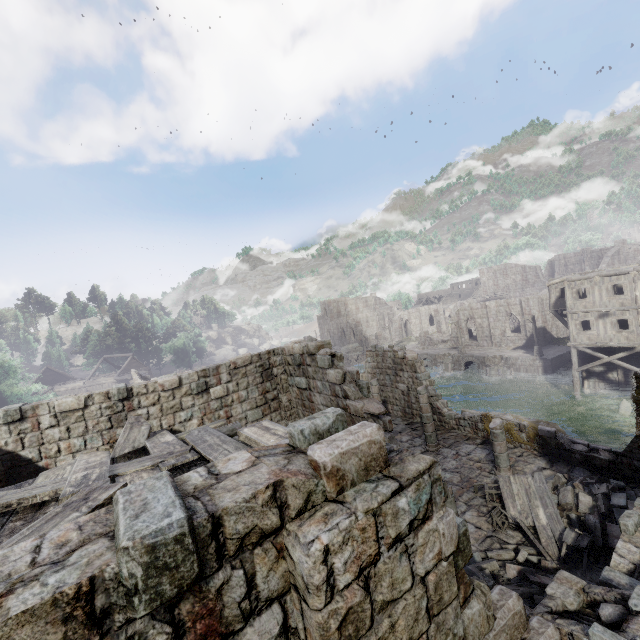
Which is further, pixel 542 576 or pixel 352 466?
pixel 542 576

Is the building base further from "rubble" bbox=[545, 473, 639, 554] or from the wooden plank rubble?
the wooden plank rubble

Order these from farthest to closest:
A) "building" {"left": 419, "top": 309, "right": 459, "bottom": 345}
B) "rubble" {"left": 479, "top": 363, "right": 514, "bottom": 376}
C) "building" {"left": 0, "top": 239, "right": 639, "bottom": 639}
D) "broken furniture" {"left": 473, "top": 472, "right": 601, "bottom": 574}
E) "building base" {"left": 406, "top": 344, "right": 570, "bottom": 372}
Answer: "building" {"left": 419, "top": 309, "right": 459, "bottom": 345}, "rubble" {"left": 479, "top": 363, "right": 514, "bottom": 376}, "building base" {"left": 406, "top": 344, "right": 570, "bottom": 372}, "broken furniture" {"left": 473, "top": 472, "right": 601, "bottom": 574}, "building" {"left": 0, "top": 239, "right": 639, "bottom": 639}

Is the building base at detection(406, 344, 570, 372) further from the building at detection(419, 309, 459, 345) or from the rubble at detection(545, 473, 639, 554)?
the rubble at detection(545, 473, 639, 554)

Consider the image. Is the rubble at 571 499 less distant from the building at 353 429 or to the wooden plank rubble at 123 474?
the building at 353 429

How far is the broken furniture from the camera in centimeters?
895cm

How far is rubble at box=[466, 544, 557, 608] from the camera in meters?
7.4

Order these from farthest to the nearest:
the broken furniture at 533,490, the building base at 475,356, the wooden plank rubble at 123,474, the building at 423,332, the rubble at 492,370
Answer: the building at 423,332 → the rubble at 492,370 → the building base at 475,356 → the broken furniture at 533,490 → the wooden plank rubble at 123,474
